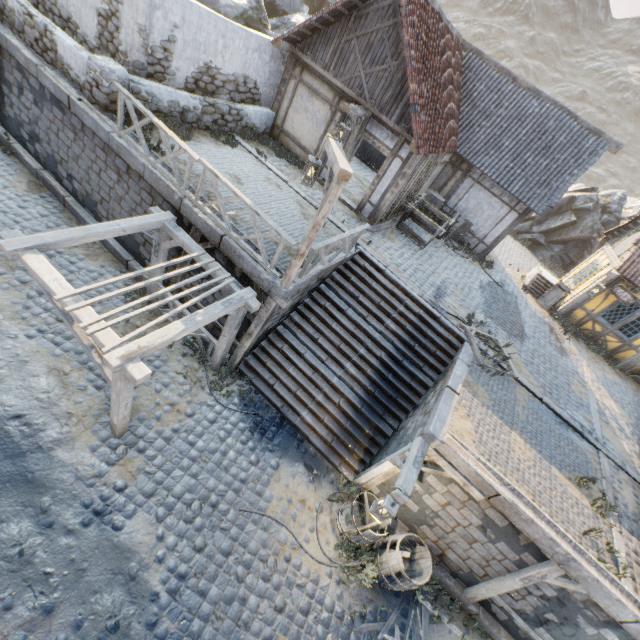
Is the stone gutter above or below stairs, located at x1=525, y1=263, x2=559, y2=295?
below

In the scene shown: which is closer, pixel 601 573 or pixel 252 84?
pixel 601 573

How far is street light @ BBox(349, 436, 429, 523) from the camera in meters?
5.9 m

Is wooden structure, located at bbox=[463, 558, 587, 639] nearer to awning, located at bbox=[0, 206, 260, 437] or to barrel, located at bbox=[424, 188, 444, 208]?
awning, located at bbox=[0, 206, 260, 437]

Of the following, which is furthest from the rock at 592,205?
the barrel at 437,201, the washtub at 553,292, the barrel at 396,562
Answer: the barrel at 396,562

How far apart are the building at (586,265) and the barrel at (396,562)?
12.6m

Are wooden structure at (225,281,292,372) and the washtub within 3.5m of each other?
no

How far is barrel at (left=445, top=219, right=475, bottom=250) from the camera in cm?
1426
